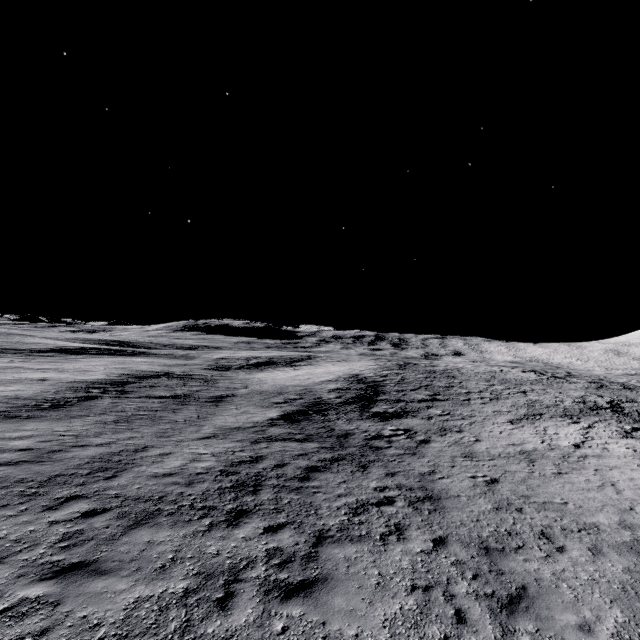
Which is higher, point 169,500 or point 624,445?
point 169,500
